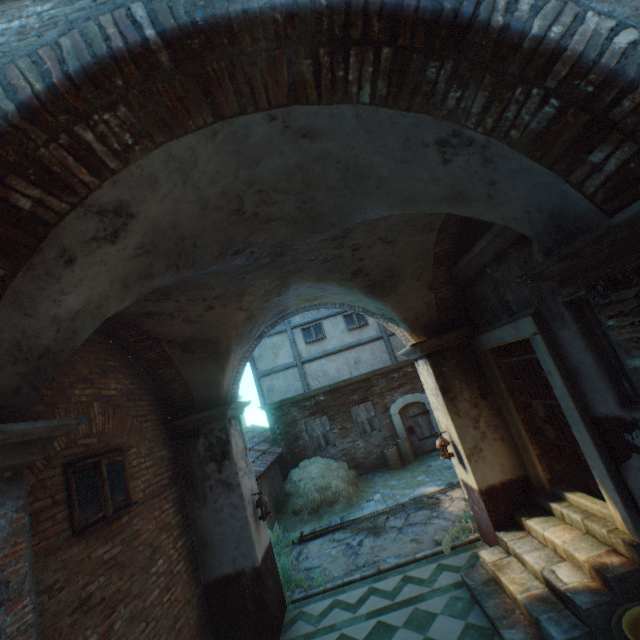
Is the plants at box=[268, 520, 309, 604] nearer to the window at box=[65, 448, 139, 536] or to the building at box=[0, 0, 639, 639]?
the building at box=[0, 0, 639, 639]

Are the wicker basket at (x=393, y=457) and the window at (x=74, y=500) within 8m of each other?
no

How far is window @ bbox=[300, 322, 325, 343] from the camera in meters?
14.4 m

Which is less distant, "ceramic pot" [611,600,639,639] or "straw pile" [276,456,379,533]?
"ceramic pot" [611,600,639,639]

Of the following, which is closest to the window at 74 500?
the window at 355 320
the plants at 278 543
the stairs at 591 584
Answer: the plants at 278 543

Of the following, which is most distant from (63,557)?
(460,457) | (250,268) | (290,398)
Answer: (290,398)

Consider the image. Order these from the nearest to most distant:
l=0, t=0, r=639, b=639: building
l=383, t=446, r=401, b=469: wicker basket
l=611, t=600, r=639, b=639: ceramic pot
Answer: l=0, t=0, r=639, b=639: building
l=611, t=600, r=639, b=639: ceramic pot
l=383, t=446, r=401, b=469: wicker basket

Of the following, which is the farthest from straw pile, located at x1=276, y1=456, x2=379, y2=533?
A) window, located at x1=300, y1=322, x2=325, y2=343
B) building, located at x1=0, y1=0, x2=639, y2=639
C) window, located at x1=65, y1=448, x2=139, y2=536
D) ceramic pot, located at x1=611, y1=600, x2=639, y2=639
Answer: ceramic pot, located at x1=611, y1=600, x2=639, y2=639
